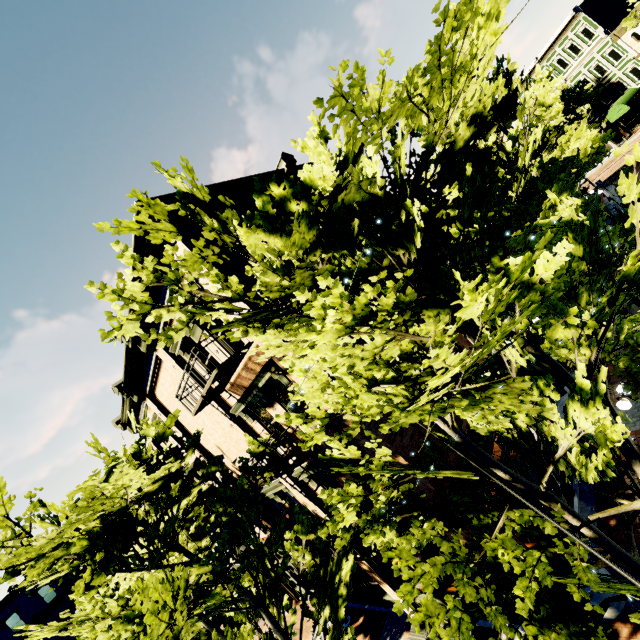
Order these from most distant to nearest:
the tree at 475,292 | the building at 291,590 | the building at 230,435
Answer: the building at 291,590
the building at 230,435
the tree at 475,292

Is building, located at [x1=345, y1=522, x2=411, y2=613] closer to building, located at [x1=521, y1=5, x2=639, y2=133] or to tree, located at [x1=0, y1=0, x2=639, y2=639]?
tree, located at [x1=0, y1=0, x2=639, y2=639]

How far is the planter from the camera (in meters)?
6.80

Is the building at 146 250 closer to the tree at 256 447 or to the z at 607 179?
the tree at 256 447

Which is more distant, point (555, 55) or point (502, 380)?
point (555, 55)

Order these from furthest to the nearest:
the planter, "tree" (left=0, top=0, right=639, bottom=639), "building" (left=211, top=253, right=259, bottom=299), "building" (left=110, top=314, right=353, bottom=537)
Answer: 1. "building" (left=110, top=314, right=353, bottom=537)
2. "building" (left=211, top=253, right=259, bottom=299)
3. the planter
4. "tree" (left=0, top=0, right=639, bottom=639)

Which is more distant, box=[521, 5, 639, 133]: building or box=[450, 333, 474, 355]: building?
box=[521, 5, 639, 133]: building

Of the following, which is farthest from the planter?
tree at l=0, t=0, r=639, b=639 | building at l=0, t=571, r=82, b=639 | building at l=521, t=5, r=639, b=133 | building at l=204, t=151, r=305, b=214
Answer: building at l=0, t=571, r=82, b=639
